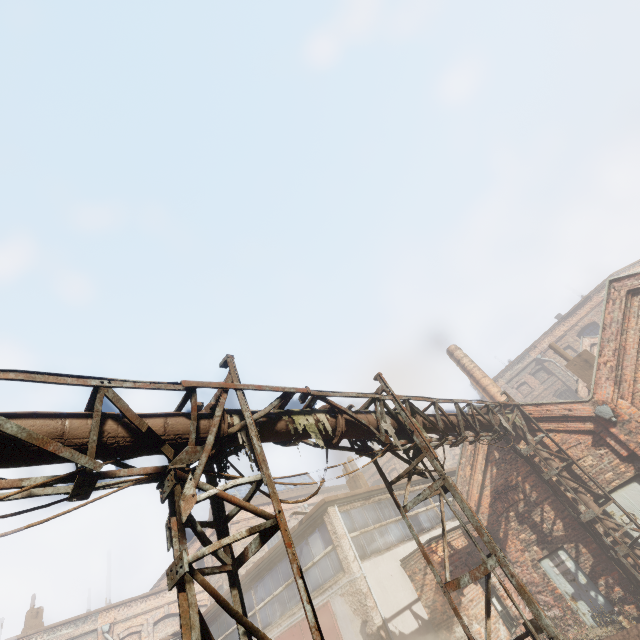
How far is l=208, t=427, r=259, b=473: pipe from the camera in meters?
4.3 m

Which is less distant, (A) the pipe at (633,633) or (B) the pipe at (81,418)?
(B) the pipe at (81,418)

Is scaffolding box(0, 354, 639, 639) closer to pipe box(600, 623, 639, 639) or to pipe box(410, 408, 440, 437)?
pipe box(410, 408, 440, 437)

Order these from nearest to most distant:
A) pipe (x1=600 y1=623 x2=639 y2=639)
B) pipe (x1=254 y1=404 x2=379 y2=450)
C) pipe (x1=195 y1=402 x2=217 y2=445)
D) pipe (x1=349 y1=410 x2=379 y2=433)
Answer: pipe (x1=195 y1=402 x2=217 y2=445) → pipe (x1=254 y1=404 x2=379 y2=450) → pipe (x1=349 y1=410 x2=379 y2=433) → pipe (x1=600 y1=623 x2=639 y2=639)

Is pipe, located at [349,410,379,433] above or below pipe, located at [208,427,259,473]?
above

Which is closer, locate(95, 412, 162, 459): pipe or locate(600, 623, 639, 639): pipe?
locate(95, 412, 162, 459): pipe

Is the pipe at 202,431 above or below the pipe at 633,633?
above

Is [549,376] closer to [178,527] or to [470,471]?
[470,471]
